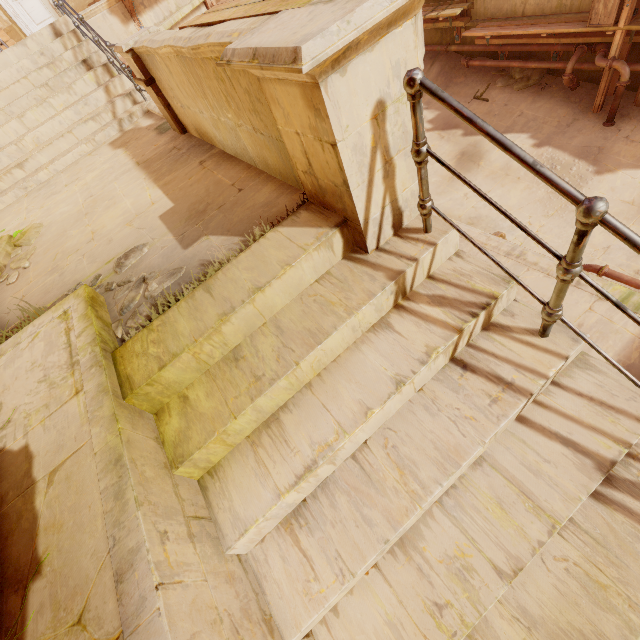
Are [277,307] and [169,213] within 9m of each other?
yes

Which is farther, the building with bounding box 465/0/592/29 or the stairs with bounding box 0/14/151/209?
the building with bounding box 465/0/592/29

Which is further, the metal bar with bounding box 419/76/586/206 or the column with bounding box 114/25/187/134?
the column with bounding box 114/25/187/134

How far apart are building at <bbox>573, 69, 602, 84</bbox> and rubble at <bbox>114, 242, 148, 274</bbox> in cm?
1167

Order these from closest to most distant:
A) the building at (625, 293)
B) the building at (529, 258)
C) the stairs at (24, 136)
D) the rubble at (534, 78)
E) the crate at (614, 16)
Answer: the building at (625, 293) → the building at (529, 258) → the stairs at (24, 136) → the crate at (614, 16) → the rubble at (534, 78)

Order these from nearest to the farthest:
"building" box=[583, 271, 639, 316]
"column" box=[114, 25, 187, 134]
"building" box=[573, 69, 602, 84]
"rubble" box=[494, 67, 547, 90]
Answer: "column" box=[114, 25, 187, 134] < "building" box=[583, 271, 639, 316] < "building" box=[573, 69, 602, 84] < "rubble" box=[494, 67, 547, 90]

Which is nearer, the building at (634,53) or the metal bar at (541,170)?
the metal bar at (541,170)

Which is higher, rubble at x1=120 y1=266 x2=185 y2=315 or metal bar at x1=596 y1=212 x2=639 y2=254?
metal bar at x1=596 y1=212 x2=639 y2=254
